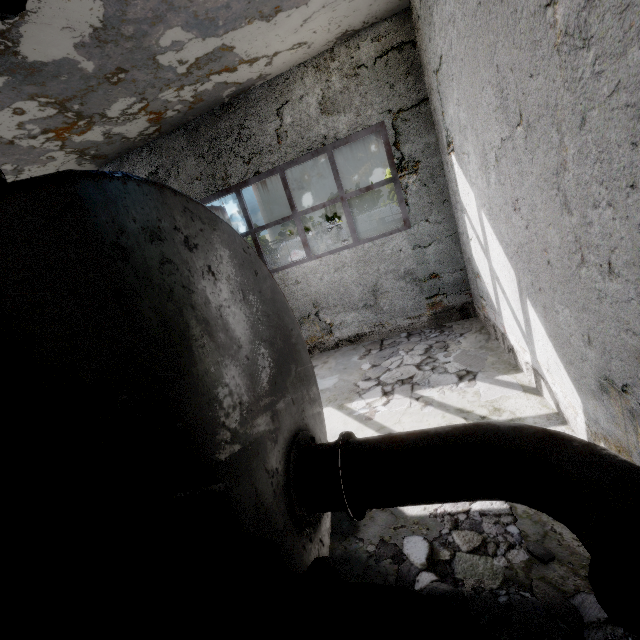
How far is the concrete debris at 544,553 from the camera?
2.6 meters

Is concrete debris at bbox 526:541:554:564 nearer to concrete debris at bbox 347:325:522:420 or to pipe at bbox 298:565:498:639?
concrete debris at bbox 347:325:522:420

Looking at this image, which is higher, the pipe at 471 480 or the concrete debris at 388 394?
the pipe at 471 480

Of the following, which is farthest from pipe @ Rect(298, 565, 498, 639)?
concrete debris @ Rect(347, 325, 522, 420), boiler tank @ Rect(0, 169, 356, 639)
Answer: concrete debris @ Rect(347, 325, 522, 420)

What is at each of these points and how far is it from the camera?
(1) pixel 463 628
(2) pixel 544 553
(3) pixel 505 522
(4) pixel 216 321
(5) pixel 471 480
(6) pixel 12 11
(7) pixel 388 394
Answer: (1) pipe, 1.4m
(2) concrete debris, 2.6m
(3) concrete debris, 3.0m
(4) boiler tank, 2.3m
(5) pipe, 2.4m
(6) pipe, 1.9m
(7) concrete debris, 5.9m

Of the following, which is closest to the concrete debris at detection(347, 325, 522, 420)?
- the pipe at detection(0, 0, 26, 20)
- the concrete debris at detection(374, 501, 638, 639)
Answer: the concrete debris at detection(374, 501, 638, 639)
